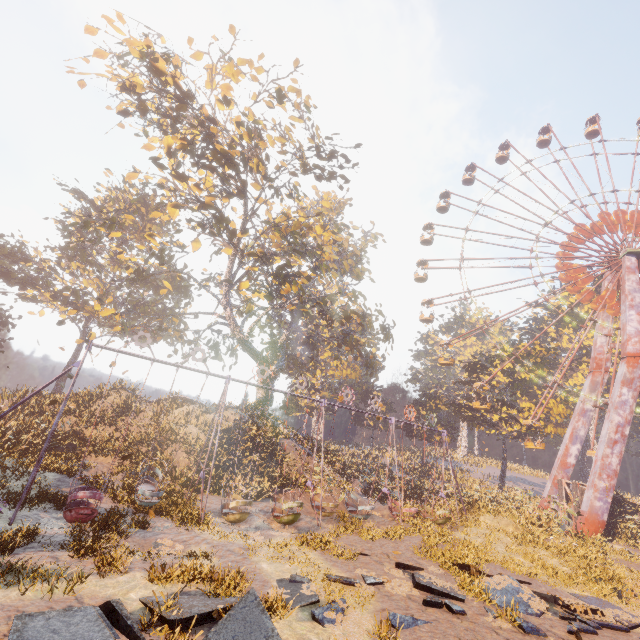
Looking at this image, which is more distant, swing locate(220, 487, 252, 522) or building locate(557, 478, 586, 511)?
building locate(557, 478, 586, 511)

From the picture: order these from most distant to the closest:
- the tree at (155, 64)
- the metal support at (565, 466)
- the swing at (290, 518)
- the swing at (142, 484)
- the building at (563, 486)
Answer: the metal support at (565, 466), the building at (563, 486), the tree at (155, 64), the swing at (142, 484), the swing at (290, 518)

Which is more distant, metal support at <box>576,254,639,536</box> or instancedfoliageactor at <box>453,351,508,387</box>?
instancedfoliageactor at <box>453,351,508,387</box>

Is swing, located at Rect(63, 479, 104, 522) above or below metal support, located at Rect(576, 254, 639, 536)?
below

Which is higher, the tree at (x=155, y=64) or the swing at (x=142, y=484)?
the tree at (x=155, y=64)

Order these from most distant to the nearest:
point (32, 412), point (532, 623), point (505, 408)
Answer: point (505, 408) → point (32, 412) → point (532, 623)

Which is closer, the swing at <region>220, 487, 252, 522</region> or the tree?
the swing at <region>220, 487, 252, 522</region>
